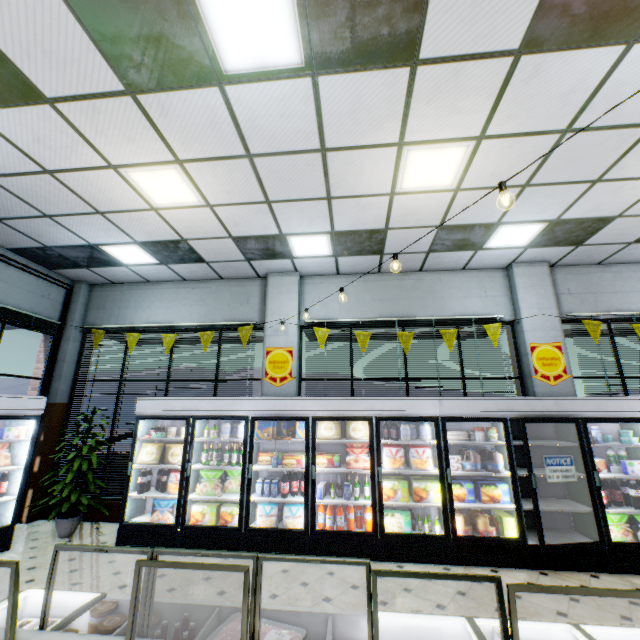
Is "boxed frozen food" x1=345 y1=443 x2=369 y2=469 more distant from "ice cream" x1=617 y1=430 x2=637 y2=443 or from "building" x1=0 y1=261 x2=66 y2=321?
"ice cream" x1=617 y1=430 x2=637 y2=443

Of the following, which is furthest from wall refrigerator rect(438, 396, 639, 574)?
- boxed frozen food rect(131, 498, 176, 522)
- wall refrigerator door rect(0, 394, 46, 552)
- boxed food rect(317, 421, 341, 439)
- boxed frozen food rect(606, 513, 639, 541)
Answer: wall refrigerator door rect(0, 394, 46, 552)

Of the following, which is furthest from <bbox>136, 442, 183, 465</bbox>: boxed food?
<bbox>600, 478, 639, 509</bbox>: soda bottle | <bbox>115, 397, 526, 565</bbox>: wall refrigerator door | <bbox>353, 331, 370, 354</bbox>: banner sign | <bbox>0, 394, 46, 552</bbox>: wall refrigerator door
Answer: <bbox>600, 478, 639, 509</bbox>: soda bottle

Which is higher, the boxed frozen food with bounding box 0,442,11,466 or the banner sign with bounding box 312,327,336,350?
the banner sign with bounding box 312,327,336,350

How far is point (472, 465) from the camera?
4.88m

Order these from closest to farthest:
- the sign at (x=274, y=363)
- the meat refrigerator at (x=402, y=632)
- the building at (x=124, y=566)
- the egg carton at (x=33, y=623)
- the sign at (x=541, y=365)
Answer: the meat refrigerator at (x=402, y=632), the egg carton at (x=33, y=623), the building at (x=124, y=566), the sign at (x=541, y=365), the sign at (x=274, y=363)

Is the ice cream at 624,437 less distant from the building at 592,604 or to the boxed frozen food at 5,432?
the building at 592,604

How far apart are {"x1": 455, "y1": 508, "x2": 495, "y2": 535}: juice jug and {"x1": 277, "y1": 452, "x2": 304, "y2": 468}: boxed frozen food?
2.6 meters
